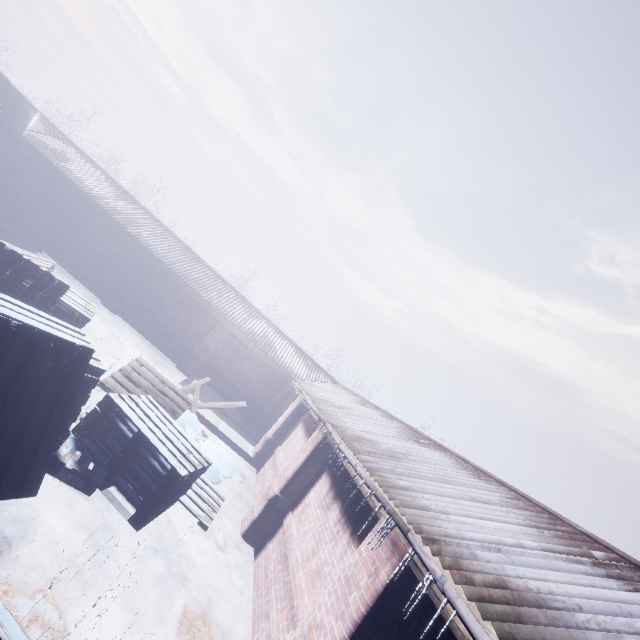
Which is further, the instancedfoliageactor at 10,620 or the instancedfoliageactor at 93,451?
the instancedfoliageactor at 93,451

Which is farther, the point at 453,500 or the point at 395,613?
the point at 453,500

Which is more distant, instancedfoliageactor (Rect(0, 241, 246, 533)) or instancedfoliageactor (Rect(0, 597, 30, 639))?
instancedfoliageactor (Rect(0, 241, 246, 533))
